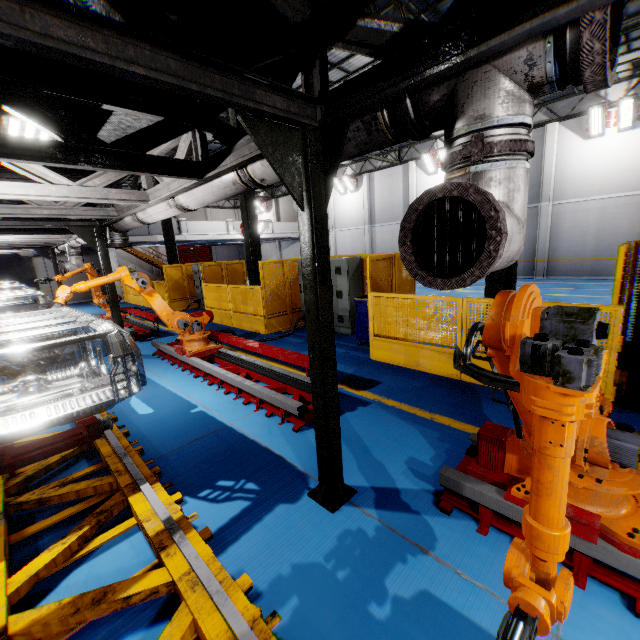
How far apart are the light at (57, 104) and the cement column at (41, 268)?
22.10m

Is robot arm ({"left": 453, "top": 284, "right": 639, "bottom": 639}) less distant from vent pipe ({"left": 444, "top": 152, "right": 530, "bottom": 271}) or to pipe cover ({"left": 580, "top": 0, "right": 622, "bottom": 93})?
vent pipe ({"left": 444, "top": 152, "right": 530, "bottom": 271})

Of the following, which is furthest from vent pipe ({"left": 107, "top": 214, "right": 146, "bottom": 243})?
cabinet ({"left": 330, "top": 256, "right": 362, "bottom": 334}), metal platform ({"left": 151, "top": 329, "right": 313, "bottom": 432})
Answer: cabinet ({"left": 330, "top": 256, "right": 362, "bottom": 334})

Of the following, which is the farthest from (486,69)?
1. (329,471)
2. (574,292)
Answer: (574,292)

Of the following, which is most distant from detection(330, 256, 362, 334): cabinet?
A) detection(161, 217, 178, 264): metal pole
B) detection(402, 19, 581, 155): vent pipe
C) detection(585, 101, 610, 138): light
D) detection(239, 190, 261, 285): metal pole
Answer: detection(585, 101, 610, 138): light

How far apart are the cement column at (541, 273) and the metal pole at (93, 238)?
20.1m

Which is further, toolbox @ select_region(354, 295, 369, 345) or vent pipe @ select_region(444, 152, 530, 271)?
toolbox @ select_region(354, 295, 369, 345)

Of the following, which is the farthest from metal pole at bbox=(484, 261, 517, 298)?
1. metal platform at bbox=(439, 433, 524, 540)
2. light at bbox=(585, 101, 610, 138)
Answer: light at bbox=(585, 101, 610, 138)
